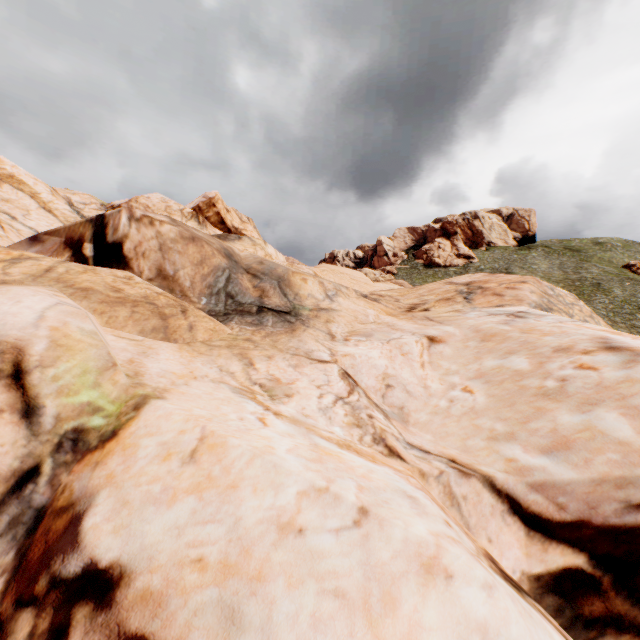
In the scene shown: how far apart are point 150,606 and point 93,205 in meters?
25.7
